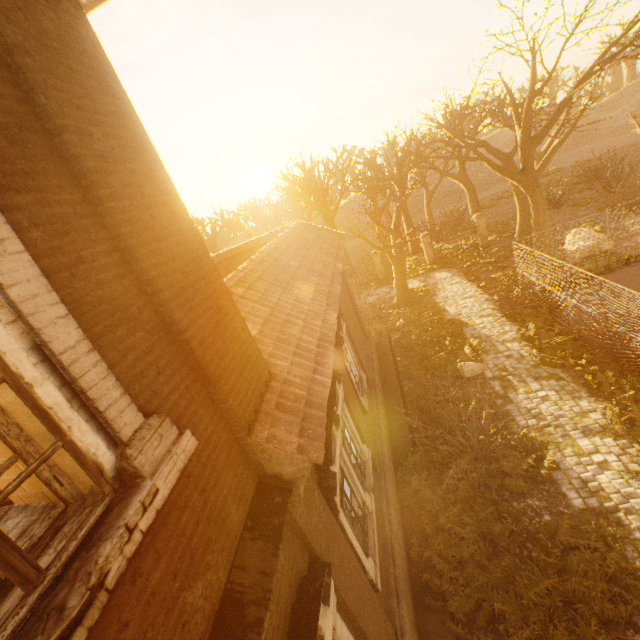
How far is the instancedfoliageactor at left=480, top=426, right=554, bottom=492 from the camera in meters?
8.1 m

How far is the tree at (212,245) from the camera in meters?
37.0

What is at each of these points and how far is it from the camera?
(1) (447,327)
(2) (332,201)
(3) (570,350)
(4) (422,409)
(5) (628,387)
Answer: (1) instancedfoliageactor, 16.22m
(2) tree, 40.28m
(3) instancedfoliageactor, 11.37m
(4) instancedfoliageactor, 11.68m
(5) instancedfoliageactor, 9.43m

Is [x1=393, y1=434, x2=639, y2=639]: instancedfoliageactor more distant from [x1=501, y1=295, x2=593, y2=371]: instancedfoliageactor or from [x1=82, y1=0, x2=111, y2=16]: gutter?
[x1=82, y1=0, x2=111, y2=16]: gutter

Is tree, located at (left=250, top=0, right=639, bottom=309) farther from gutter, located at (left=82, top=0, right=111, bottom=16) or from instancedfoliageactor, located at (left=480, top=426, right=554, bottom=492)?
gutter, located at (left=82, top=0, right=111, bottom=16)

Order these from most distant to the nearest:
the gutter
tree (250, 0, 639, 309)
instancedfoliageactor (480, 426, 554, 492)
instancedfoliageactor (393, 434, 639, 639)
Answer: tree (250, 0, 639, 309), instancedfoliageactor (480, 426, 554, 492), instancedfoliageactor (393, 434, 639, 639), the gutter

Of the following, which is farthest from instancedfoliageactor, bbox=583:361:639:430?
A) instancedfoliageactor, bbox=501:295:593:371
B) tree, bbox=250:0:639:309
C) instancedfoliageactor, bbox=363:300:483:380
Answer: tree, bbox=250:0:639:309

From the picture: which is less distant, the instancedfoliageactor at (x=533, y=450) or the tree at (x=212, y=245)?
the instancedfoliageactor at (x=533, y=450)
